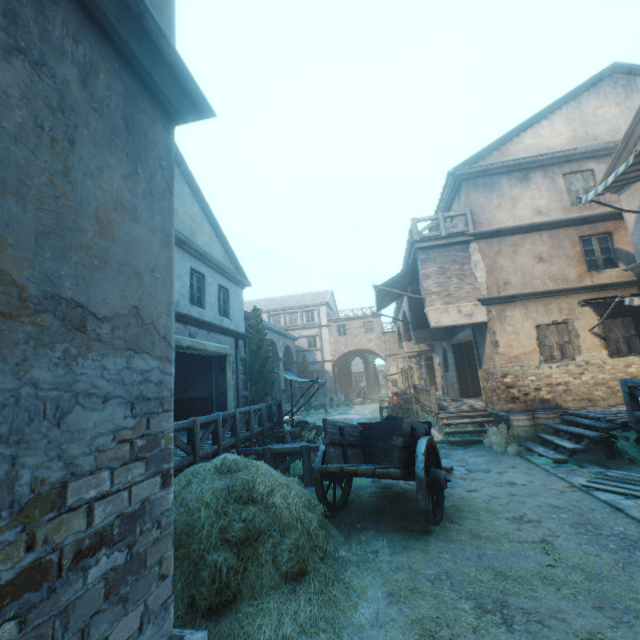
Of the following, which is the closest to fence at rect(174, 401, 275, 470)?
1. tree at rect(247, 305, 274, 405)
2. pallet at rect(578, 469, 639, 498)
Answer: tree at rect(247, 305, 274, 405)

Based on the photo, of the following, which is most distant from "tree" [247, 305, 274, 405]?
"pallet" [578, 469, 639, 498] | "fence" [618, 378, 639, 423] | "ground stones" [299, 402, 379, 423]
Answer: "pallet" [578, 469, 639, 498]

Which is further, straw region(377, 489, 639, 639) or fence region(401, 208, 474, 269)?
fence region(401, 208, 474, 269)

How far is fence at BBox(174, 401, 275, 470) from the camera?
6.3m

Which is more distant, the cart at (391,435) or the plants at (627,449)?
the plants at (627,449)

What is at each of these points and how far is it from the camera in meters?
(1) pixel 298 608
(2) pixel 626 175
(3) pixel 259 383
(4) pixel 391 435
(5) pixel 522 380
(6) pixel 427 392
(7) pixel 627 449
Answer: (1) plants, 3.5
(2) awning, 7.8
(3) tree, 19.2
(4) cart, 7.0
(5) building, 10.9
(6) fence, 13.7
(7) plants, 7.5

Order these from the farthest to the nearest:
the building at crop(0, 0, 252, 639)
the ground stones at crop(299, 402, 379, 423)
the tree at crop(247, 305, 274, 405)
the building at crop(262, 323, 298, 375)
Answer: the building at crop(262, 323, 298, 375), the ground stones at crop(299, 402, 379, 423), the tree at crop(247, 305, 274, 405), the building at crop(0, 0, 252, 639)

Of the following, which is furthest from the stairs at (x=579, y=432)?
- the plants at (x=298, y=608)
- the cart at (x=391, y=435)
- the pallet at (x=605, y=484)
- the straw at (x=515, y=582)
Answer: the plants at (x=298, y=608)
